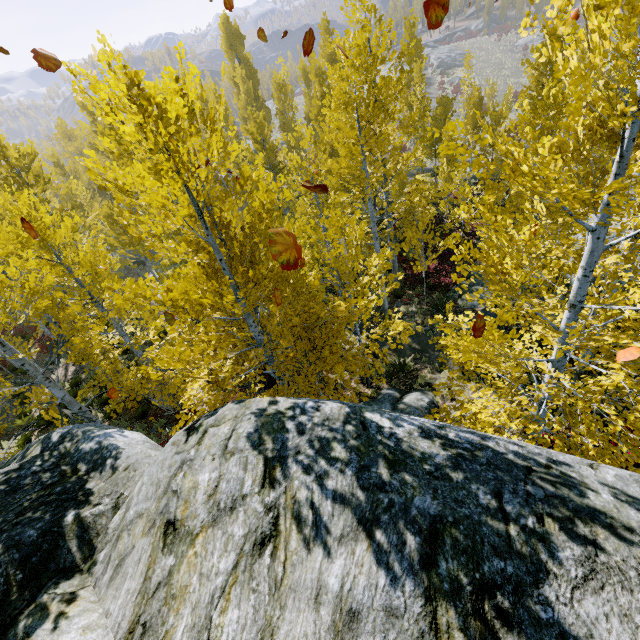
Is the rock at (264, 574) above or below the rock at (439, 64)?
above

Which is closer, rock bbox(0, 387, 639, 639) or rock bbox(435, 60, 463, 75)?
rock bbox(0, 387, 639, 639)

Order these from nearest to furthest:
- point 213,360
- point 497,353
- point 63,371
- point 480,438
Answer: point 480,438
point 497,353
point 213,360
point 63,371

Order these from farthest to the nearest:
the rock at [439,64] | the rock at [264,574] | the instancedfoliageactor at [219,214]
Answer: the rock at [439,64], the instancedfoliageactor at [219,214], the rock at [264,574]

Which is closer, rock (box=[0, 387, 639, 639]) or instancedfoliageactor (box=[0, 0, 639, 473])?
rock (box=[0, 387, 639, 639])

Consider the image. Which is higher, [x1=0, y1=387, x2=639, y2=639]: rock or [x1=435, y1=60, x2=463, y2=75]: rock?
[x1=0, y1=387, x2=639, y2=639]: rock

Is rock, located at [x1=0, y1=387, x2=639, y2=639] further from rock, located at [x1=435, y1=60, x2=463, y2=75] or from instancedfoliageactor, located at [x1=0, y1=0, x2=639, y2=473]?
rock, located at [x1=435, y1=60, x2=463, y2=75]
